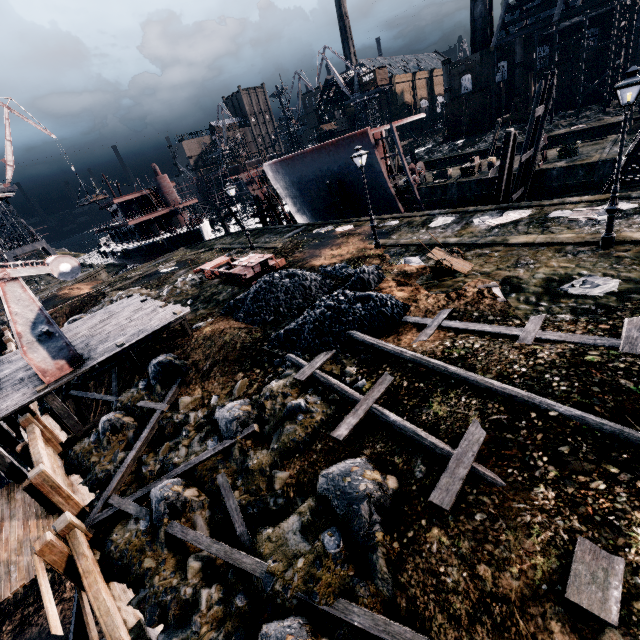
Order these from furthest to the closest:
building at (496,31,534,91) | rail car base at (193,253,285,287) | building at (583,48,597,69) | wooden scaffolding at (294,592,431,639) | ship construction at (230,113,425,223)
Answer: building at (496,31,534,91)
building at (583,48,597,69)
ship construction at (230,113,425,223)
rail car base at (193,253,285,287)
wooden scaffolding at (294,592,431,639)

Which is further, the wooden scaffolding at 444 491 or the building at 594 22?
the building at 594 22

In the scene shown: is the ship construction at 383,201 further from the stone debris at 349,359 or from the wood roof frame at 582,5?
the wood roof frame at 582,5

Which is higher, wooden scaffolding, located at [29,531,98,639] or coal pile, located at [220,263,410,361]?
coal pile, located at [220,263,410,361]

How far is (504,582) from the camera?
4.8m

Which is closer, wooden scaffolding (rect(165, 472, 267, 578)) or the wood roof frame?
wooden scaffolding (rect(165, 472, 267, 578))

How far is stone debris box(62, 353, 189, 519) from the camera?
11.4m

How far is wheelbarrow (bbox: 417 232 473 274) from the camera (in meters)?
14.17
